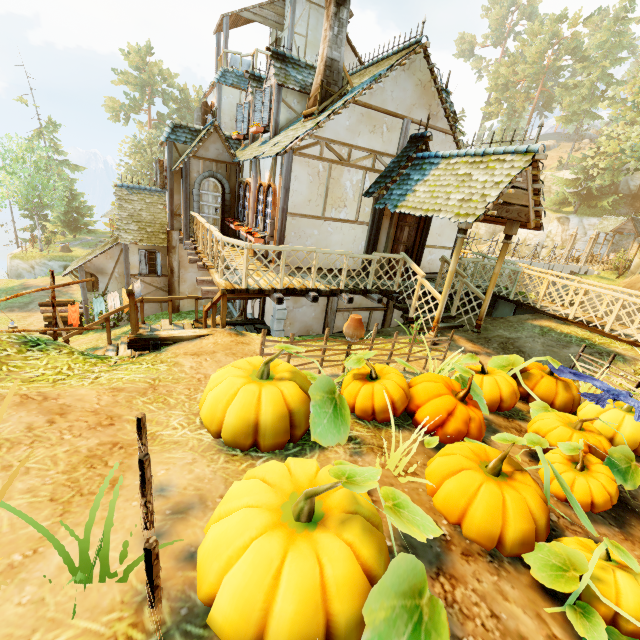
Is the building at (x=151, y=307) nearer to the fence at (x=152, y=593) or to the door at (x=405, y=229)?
the door at (x=405, y=229)

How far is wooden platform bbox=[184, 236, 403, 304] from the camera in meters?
7.3

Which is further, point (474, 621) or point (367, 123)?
point (367, 123)

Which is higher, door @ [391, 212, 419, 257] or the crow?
door @ [391, 212, 419, 257]

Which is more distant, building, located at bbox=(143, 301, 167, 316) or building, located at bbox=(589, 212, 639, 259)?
building, located at bbox=(589, 212, 639, 259)

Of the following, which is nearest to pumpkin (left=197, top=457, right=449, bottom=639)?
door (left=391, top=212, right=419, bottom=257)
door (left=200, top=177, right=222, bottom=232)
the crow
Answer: the crow

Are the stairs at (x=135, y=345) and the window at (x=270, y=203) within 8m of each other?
yes

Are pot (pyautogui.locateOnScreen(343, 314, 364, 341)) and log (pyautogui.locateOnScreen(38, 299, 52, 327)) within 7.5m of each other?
no
